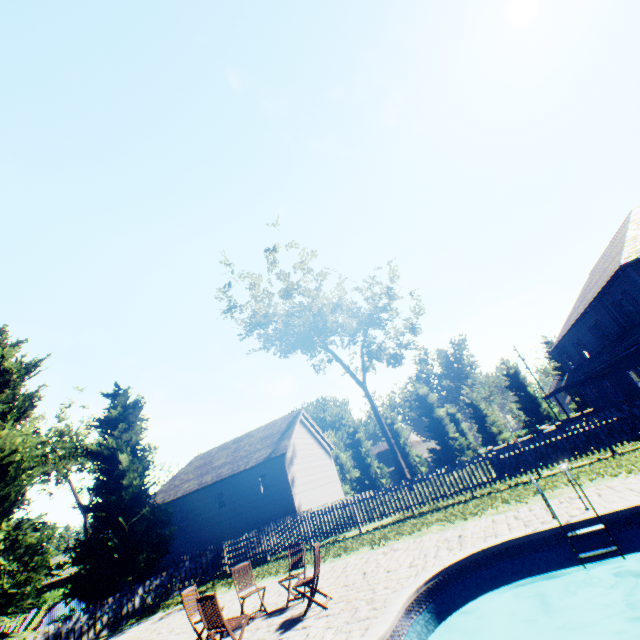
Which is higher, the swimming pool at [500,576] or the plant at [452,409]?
the plant at [452,409]

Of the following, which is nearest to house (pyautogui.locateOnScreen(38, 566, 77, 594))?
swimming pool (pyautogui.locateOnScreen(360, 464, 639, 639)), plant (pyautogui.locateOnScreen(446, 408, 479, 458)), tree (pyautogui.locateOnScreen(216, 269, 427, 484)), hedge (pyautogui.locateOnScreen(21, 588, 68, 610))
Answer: hedge (pyautogui.locateOnScreen(21, 588, 68, 610))

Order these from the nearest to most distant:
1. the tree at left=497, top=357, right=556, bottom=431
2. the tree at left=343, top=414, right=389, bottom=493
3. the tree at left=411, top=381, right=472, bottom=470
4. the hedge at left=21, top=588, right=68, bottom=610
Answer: the hedge at left=21, top=588, right=68, bottom=610, the tree at left=497, top=357, right=556, bottom=431, the tree at left=411, top=381, right=472, bottom=470, the tree at left=343, top=414, right=389, bottom=493

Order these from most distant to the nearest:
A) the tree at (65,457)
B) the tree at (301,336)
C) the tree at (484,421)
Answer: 1. the tree at (484,421)
2. the tree at (301,336)
3. the tree at (65,457)

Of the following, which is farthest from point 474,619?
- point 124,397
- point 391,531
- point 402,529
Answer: point 124,397

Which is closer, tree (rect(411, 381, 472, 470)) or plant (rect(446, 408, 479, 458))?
tree (rect(411, 381, 472, 470))

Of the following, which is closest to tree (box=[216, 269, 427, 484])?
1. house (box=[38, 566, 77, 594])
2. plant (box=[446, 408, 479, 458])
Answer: plant (box=[446, 408, 479, 458])

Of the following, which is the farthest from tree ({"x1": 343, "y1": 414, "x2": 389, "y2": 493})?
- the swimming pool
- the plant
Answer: the swimming pool
